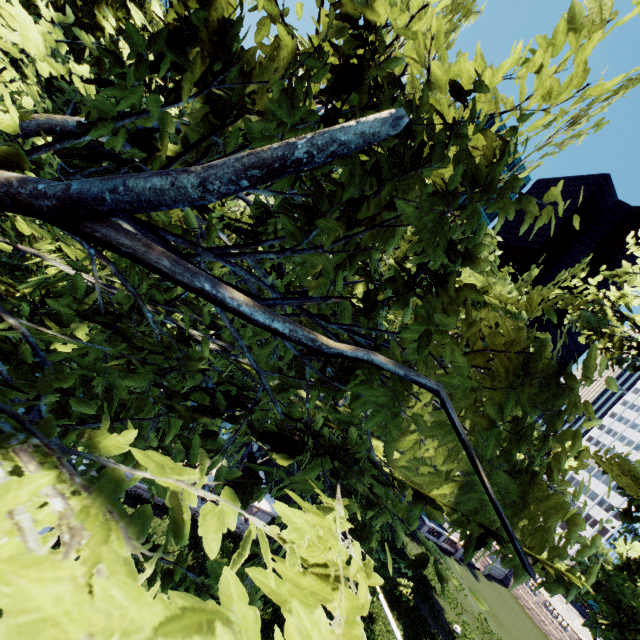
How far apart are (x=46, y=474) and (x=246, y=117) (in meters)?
→ 2.75
